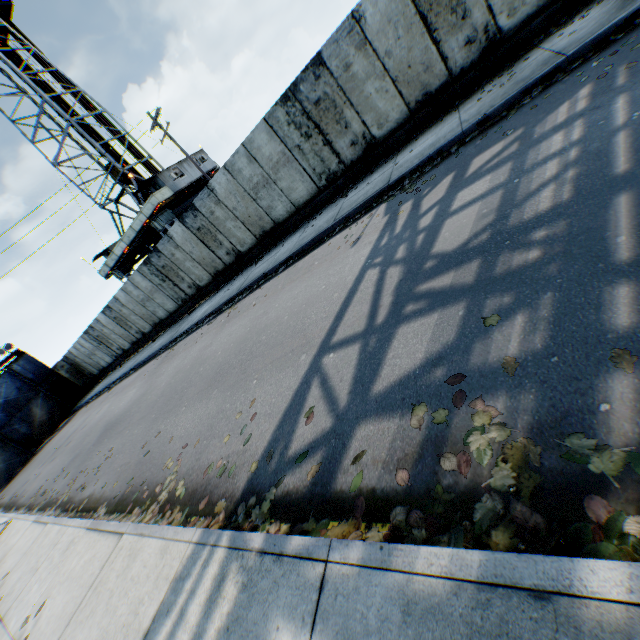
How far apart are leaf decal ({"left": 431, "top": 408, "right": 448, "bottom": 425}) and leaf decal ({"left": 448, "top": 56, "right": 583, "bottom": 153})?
5.07m

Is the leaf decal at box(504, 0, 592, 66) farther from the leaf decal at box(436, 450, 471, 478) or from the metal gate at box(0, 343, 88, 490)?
the metal gate at box(0, 343, 88, 490)

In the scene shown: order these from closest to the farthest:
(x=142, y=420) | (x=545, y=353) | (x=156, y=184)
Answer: (x=545, y=353), (x=142, y=420), (x=156, y=184)

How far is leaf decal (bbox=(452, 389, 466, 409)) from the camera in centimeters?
245cm

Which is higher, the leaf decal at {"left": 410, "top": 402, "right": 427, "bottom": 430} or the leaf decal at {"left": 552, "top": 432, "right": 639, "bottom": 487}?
the leaf decal at {"left": 410, "top": 402, "right": 427, "bottom": 430}

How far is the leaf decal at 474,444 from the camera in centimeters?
206cm

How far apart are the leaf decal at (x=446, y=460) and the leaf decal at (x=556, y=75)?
5.1m

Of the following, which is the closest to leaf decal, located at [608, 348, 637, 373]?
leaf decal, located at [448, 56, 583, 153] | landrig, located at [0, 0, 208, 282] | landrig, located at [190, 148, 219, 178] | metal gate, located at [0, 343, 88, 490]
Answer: leaf decal, located at [448, 56, 583, 153]
